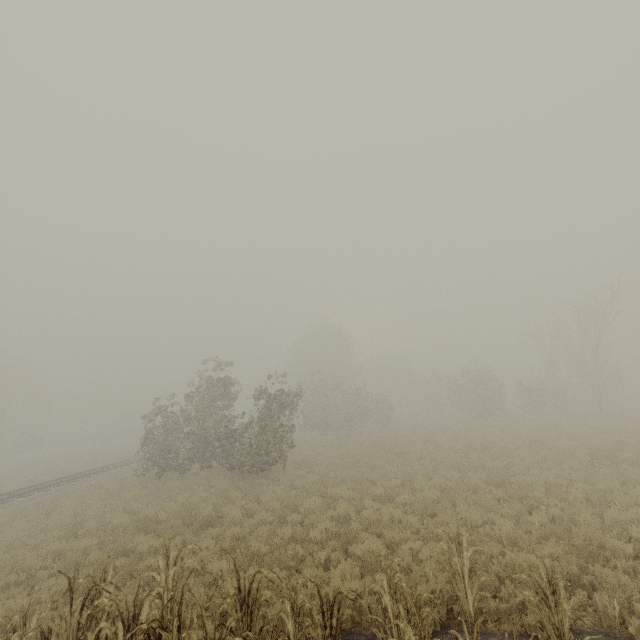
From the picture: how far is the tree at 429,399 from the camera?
35.2m

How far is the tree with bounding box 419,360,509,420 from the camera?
35.22m

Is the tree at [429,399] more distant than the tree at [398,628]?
Yes

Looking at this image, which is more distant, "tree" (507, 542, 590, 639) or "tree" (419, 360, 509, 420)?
"tree" (419, 360, 509, 420)

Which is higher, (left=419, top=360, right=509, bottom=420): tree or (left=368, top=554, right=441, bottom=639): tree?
(left=419, top=360, right=509, bottom=420): tree

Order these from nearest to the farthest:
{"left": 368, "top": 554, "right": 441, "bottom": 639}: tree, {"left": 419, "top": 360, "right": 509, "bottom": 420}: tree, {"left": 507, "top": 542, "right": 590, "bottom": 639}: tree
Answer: {"left": 368, "top": 554, "right": 441, "bottom": 639}: tree < {"left": 507, "top": 542, "right": 590, "bottom": 639}: tree < {"left": 419, "top": 360, "right": 509, "bottom": 420}: tree

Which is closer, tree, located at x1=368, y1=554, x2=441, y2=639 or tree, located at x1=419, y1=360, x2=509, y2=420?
tree, located at x1=368, y1=554, x2=441, y2=639

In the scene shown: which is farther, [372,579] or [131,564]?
[131,564]
